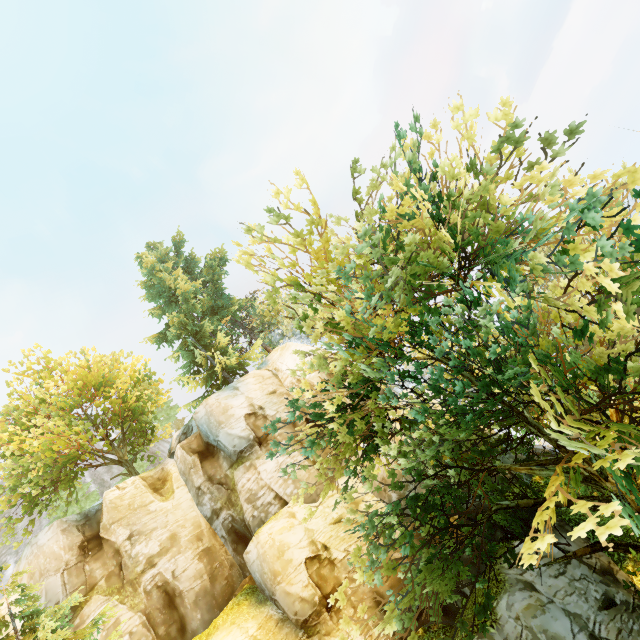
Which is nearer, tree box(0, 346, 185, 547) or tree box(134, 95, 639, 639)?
tree box(134, 95, 639, 639)

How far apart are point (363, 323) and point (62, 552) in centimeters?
2069cm

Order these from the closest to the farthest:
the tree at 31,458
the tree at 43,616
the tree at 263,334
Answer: the tree at 263,334, the tree at 43,616, the tree at 31,458

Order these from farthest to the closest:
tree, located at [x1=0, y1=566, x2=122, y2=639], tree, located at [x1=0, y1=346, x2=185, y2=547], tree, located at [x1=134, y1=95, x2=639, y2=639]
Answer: tree, located at [x1=0, y1=346, x2=185, y2=547] → tree, located at [x1=0, y1=566, x2=122, y2=639] → tree, located at [x1=134, y1=95, x2=639, y2=639]

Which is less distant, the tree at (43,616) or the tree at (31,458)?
the tree at (43,616)

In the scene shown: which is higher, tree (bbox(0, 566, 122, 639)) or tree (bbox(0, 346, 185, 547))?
tree (bbox(0, 346, 185, 547))
